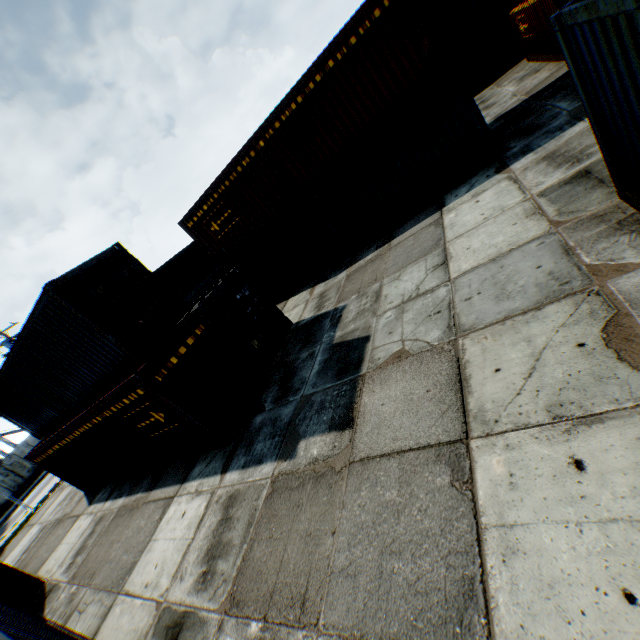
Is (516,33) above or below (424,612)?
above
